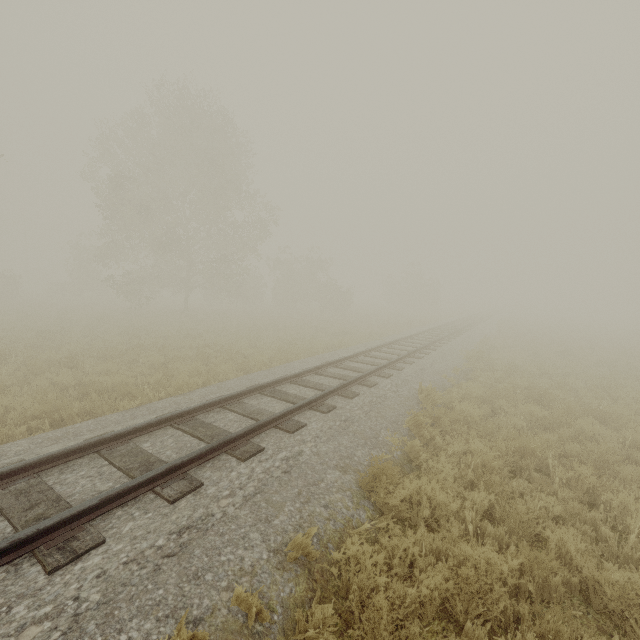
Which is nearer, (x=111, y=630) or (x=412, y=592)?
(x=111, y=630)

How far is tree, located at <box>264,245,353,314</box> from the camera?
34.7m

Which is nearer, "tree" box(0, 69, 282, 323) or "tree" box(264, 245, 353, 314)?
"tree" box(0, 69, 282, 323)

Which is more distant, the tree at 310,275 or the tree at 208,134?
the tree at 310,275

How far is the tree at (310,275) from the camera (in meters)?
34.72
